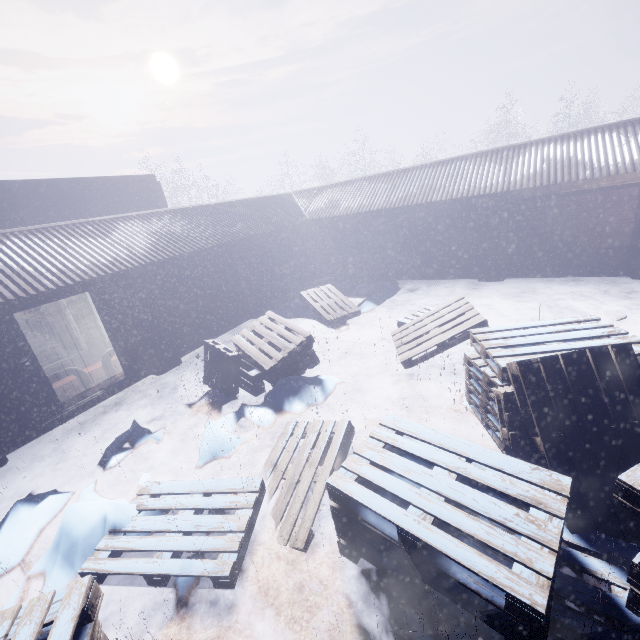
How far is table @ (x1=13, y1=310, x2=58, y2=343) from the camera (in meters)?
Answer: 9.99

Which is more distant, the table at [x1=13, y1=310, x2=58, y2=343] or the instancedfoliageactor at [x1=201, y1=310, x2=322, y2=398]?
the table at [x1=13, y1=310, x2=58, y2=343]

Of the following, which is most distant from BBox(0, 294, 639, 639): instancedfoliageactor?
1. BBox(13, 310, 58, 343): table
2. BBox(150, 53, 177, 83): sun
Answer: BBox(150, 53, 177, 83): sun

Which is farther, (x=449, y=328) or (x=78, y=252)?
(x=78, y=252)

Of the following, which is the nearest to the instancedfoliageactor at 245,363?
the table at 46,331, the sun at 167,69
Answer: the table at 46,331

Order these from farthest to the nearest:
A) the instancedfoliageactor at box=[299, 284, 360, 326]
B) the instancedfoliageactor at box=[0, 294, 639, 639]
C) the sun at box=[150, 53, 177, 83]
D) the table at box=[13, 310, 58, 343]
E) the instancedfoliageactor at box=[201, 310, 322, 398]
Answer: the sun at box=[150, 53, 177, 83]
the table at box=[13, 310, 58, 343]
the instancedfoliageactor at box=[299, 284, 360, 326]
the instancedfoliageactor at box=[201, 310, 322, 398]
the instancedfoliageactor at box=[0, 294, 639, 639]

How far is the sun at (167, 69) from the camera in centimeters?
5406cm
